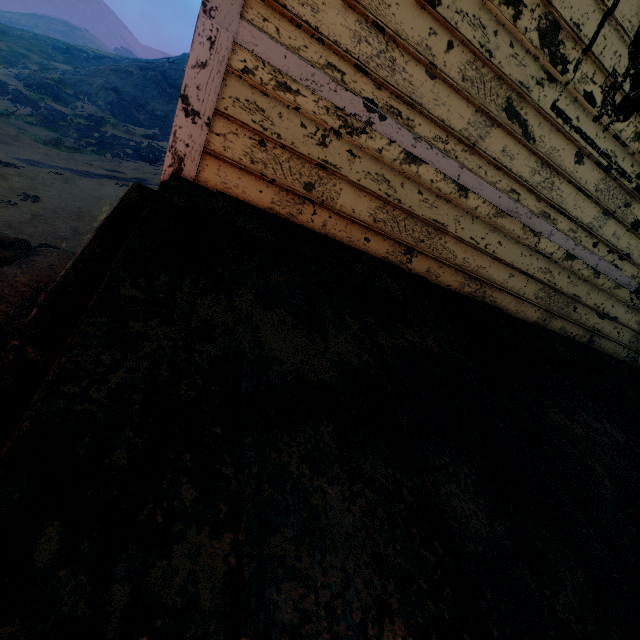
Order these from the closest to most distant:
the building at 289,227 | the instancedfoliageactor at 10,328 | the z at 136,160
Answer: the building at 289,227
the instancedfoliageactor at 10,328
the z at 136,160

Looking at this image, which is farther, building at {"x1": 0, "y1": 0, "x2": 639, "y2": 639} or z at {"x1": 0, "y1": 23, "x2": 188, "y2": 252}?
z at {"x1": 0, "y1": 23, "x2": 188, "y2": 252}

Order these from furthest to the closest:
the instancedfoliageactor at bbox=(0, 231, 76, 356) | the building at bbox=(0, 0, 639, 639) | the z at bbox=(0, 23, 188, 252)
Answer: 1. the z at bbox=(0, 23, 188, 252)
2. the instancedfoliageactor at bbox=(0, 231, 76, 356)
3. the building at bbox=(0, 0, 639, 639)

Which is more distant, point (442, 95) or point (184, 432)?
point (442, 95)

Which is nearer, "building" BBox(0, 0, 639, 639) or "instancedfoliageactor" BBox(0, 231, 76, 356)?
"building" BBox(0, 0, 639, 639)

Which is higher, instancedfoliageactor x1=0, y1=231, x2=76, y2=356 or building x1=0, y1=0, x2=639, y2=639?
building x1=0, y1=0, x2=639, y2=639

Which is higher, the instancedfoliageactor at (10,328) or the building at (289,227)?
the building at (289,227)

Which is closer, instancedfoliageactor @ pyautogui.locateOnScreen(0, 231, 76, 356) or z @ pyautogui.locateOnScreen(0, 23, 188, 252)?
instancedfoliageactor @ pyautogui.locateOnScreen(0, 231, 76, 356)
